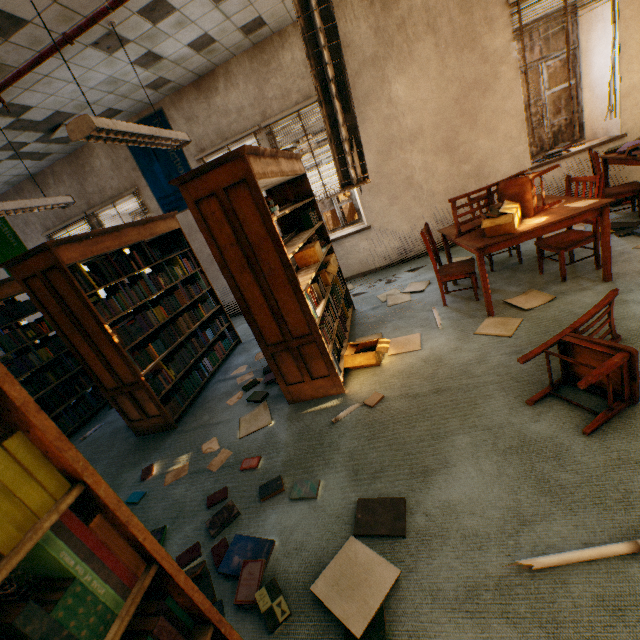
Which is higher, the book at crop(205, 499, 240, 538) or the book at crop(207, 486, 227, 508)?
the book at crop(205, 499, 240, 538)

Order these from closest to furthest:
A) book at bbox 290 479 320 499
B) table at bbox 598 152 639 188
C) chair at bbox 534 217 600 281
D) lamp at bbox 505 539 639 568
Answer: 1. lamp at bbox 505 539 639 568
2. book at bbox 290 479 320 499
3. chair at bbox 534 217 600 281
4. table at bbox 598 152 639 188

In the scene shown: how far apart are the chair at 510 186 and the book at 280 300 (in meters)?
1.05

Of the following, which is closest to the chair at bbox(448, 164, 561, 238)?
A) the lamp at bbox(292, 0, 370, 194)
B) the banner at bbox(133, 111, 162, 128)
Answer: the lamp at bbox(292, 0, 370, 194)

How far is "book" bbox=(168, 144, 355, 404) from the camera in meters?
2.4 m

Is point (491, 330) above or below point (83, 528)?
below

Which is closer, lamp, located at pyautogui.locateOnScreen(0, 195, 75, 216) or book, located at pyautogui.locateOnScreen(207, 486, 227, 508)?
book, located at pyautogui.locateOnScreen(207, 486, 227, 508)

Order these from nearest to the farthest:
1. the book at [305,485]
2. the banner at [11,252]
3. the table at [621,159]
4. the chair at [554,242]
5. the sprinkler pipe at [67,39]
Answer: the book at [305,485]
the sprinkler pipe at [67,39]
the chair at [554,242]
the table at [621,159]
the banner at [11,252]
